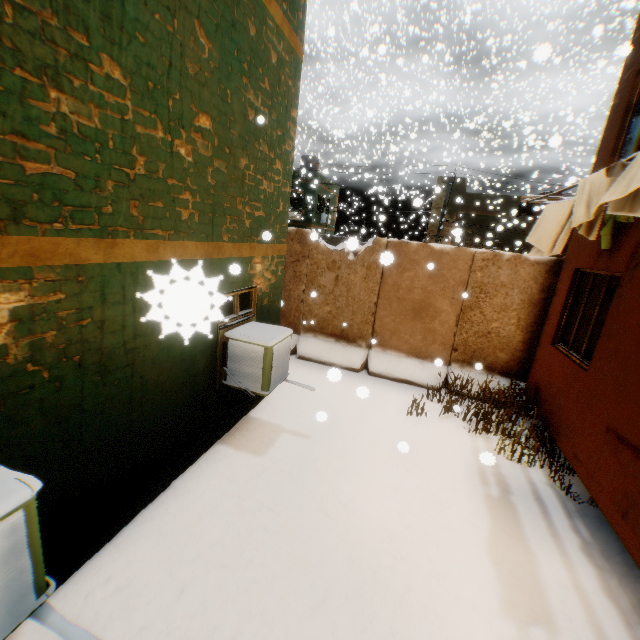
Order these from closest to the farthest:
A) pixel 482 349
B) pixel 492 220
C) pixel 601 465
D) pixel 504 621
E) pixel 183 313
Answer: pixel 183 313, pixel 504 621, pixel 601 465, pixel 482 349, pixel 492 220

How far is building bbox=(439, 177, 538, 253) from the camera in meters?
22.9 m

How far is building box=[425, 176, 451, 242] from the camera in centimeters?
2404cm

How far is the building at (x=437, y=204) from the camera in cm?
2404

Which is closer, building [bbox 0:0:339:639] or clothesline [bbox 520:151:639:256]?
building [bbox 0:0:339:639]

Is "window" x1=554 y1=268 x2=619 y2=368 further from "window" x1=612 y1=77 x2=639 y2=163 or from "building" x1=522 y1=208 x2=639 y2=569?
"window" x1=612 y1=77 x2=639 y2=163

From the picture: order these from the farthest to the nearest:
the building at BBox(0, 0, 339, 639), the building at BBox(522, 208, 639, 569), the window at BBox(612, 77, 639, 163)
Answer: the window at BBox(612, 77, 639, 163) → the building at BBox(522, 208, 639, 569) → the building at BBox(0, 0, 339, 639)

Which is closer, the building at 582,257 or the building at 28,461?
the building at 28,461
